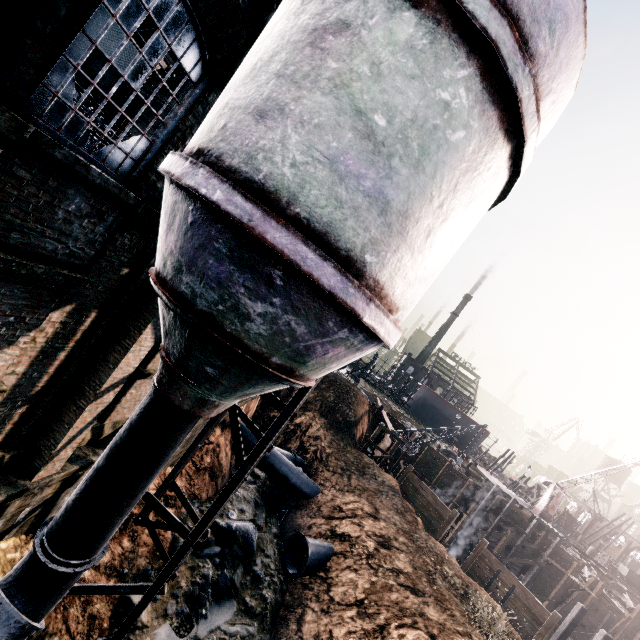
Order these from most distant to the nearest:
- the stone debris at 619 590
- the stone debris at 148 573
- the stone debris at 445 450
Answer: the stone debris at 445 450
the stone debris at 619 590
the stone debris at 148 573

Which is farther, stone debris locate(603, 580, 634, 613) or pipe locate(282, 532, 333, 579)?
stone debris locate(603, 580, 634, 613)

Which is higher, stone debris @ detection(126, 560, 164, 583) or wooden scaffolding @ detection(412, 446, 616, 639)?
wooden scaffolding @ detection(412, 446, 616, 639)

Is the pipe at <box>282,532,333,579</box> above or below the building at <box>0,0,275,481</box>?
below

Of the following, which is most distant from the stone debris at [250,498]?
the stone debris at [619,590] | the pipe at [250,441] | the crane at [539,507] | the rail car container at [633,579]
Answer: the rail car container at [633,579]

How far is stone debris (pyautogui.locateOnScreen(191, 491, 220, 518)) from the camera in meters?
16.5 m

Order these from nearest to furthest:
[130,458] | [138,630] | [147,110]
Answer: [130,458] → [138,630] → [147,110]

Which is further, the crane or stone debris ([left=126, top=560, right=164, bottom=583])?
the crane
